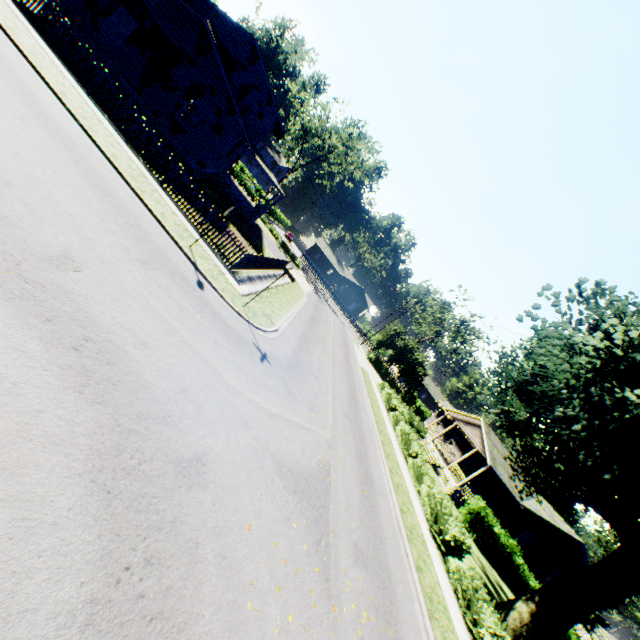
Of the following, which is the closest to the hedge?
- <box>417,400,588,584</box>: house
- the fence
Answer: <box>417,400,588,584</box>: house

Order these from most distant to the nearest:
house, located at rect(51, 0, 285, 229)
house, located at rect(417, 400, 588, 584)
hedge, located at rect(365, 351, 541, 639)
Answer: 1. house, located at rect(417, 400, 588, 584)
2. house, located at rect(51, 0, 285, 229)
3. hedge, located at rect(365, 351, 541, 639)

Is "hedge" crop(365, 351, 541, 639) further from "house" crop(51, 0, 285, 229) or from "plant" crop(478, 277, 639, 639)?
"house" crop(51, 0, 285, 229)

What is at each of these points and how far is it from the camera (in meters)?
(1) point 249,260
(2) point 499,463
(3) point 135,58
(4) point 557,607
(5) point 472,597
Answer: (1) fence, 16.23
(2) house, 28.41
(3) house, 18.08
(4) plant, 14.24
(5) hedge, 12.07

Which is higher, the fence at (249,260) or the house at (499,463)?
the house at (499,463)

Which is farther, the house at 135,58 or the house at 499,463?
the house at 499,463

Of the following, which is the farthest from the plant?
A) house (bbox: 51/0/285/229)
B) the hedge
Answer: the hedge

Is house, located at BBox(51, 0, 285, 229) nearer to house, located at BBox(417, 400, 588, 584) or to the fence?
the fence
